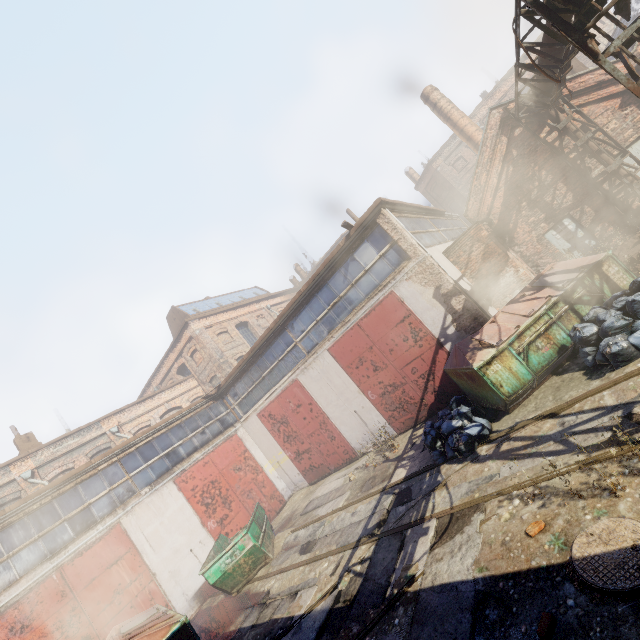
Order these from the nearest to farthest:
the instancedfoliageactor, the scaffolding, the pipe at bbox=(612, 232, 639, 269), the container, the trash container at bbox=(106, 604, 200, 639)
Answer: the instancedfoliageactor < the scaffolding < the trash container at bbox=(106, 604, 200, 639) < the pipe at bbox=(612, 232, 639, 269) < the container

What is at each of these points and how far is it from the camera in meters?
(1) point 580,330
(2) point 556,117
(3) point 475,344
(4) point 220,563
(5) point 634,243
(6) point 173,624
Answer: (1) trash bag, 6.9 m
(2) pipe, 11.7 m
(3) trash container, 8.2 m
(4) container, 9.7 m
(5) pipe, 9.4 m
(6) trash container, 7.2 m

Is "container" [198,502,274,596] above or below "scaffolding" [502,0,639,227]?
below

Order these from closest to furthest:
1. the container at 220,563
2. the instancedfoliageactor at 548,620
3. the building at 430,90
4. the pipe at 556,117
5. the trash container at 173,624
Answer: the instancedfoliageactor at 548,620
the trash container at 173,624
the container at 220,563
the pipe at 556,117
the building at 430,90

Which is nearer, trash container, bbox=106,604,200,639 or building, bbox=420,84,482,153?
trash container, bbox=106,604,200,639

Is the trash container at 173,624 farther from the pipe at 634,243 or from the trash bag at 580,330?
the pipe at 634,243

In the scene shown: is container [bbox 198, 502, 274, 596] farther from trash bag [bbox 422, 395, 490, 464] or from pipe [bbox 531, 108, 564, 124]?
pipe [bbox 531, 108, 564, 124]

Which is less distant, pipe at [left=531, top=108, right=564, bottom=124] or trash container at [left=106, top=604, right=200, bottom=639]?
trash container at [left=106, top=604, right=200, bottom=639]
